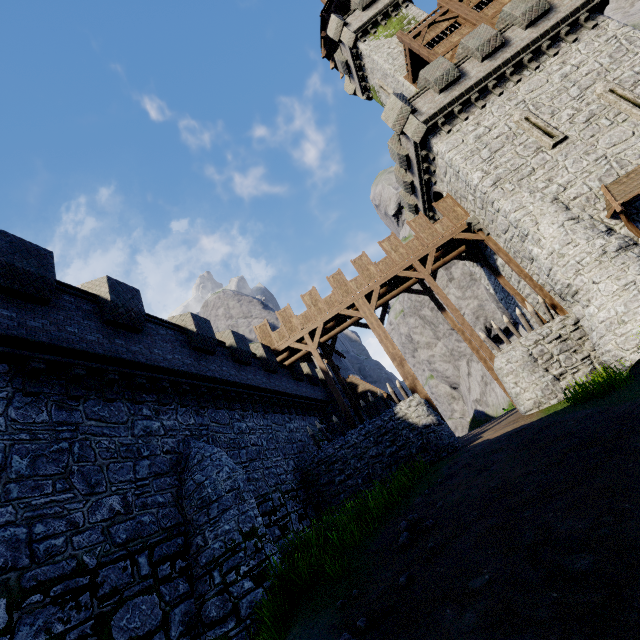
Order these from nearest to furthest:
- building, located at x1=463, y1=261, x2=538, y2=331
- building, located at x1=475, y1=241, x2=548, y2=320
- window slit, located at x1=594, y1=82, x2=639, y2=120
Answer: window slit, located at x1=594, y1=82, x2=639, y2=120 < building, located at x1=475, y1=241, x2=548, y2=320 < building, located at x1=463, y1=261, x2=538, y2=331

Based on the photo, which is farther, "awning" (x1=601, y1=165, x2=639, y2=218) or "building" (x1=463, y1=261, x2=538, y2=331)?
"building" (x1=463, y1=261, x2=538, y2=331)

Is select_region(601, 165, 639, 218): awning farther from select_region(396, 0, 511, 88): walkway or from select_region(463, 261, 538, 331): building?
select_region(396, 0, 511, 88): walkway

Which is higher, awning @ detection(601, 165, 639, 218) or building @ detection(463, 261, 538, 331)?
building @ detection(463, 261, 538, 331)

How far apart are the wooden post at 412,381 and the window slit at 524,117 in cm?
1176

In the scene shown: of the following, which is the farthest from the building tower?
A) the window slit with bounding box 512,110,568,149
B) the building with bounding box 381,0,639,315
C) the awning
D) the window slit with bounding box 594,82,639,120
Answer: the awning

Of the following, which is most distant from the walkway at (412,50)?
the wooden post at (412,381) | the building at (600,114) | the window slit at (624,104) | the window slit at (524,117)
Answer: the wooden post at (412,381)

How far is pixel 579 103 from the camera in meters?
15.0 m
